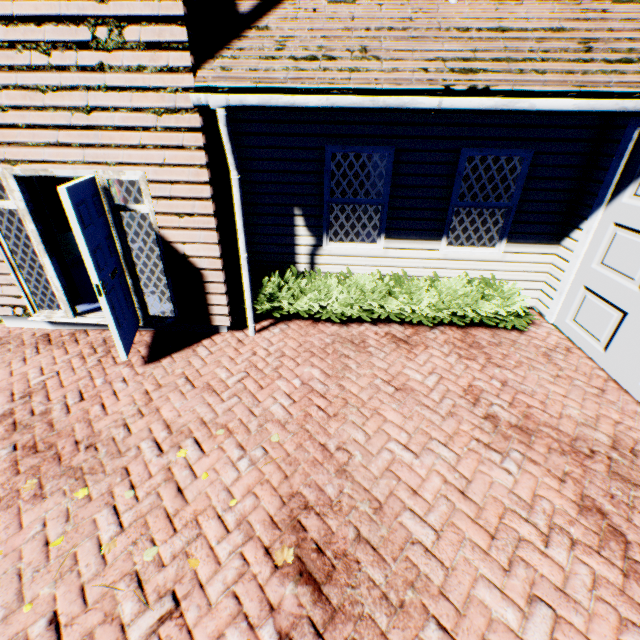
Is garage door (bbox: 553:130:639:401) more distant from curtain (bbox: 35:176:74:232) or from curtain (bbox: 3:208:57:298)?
curtain (bbox: 35:176:74:232)

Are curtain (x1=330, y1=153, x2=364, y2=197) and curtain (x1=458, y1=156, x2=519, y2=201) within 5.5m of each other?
yes

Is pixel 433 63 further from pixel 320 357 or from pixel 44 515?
pixel 44 515

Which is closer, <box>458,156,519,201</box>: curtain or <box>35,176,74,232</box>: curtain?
<box>458,156,519,201</box>: curtain

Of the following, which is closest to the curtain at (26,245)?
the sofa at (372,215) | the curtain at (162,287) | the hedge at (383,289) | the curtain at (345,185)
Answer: the curtain at (162,287)

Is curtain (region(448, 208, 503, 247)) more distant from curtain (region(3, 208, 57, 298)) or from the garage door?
curtain (region(3, 208, 57, 298))

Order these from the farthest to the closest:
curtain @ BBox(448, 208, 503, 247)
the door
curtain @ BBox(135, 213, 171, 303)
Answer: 1. curtain @ BBox(448, 208, 503, 247)
2. curtain @ BBox(135, 213, 171, 303)
3. the door

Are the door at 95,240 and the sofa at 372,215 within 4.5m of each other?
no
